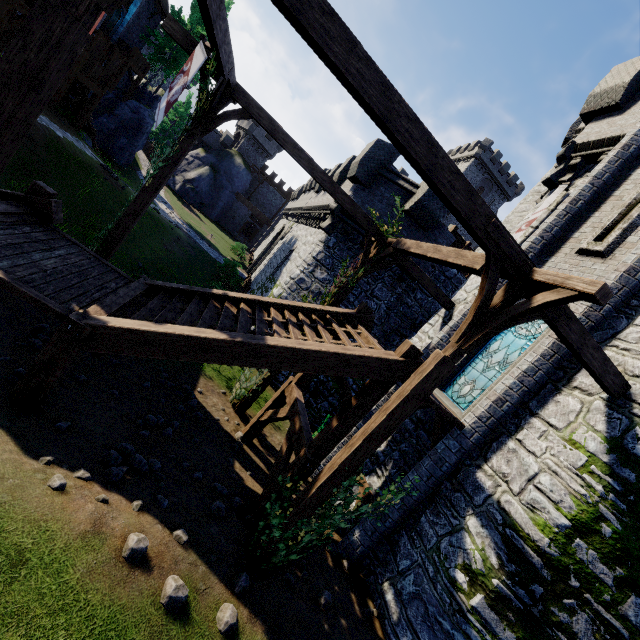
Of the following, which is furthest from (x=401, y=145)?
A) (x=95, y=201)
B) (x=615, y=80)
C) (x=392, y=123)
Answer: (x=95, y=201)

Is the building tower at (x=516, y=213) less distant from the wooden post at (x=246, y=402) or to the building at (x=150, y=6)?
the wooden post at (x=246, y=402)

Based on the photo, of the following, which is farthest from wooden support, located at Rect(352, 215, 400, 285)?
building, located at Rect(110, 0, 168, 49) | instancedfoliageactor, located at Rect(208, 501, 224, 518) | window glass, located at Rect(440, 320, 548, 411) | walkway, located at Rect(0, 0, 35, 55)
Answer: building, located at Rect(110, 0, 168, 49)

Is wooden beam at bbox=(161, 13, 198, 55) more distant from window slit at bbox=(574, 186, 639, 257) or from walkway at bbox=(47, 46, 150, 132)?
walkway at bbox=(47, 46, 150, 132)

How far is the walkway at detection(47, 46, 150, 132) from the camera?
15.6m

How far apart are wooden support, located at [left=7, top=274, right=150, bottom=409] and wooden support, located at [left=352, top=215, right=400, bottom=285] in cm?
565

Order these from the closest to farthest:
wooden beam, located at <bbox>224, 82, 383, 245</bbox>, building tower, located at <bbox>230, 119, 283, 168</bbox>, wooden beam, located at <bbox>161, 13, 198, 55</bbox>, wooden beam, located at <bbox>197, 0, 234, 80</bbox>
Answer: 1. wooden beam, located at <bbox>197, 0, 234, 80</bbox>
2. wooden beam, located at <bbox>161, 13, 198, 55</bbox>
3. wooden beam, located at <bbox>224, 82, 383, 245</bbox>
4. building tower, located at <bbox>230, 119, 283, 168</bbox>

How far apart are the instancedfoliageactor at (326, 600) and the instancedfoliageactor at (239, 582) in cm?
186
